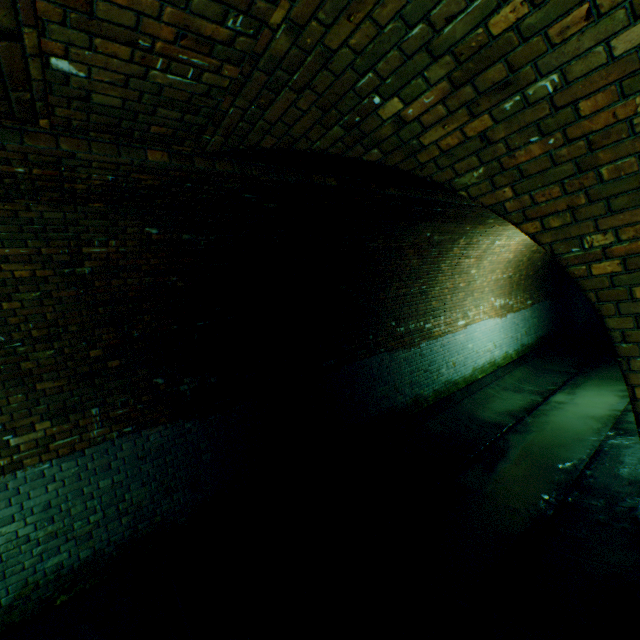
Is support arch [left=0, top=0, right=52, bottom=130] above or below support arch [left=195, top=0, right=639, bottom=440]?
above

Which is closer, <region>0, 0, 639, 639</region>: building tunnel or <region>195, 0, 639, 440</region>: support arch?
<region>195, 0, 639, 440</region>: support arch

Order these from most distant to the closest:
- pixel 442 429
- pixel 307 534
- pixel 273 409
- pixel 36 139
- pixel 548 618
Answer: pixel 442 429 → pixel 273 409 → pixel 307 534 → pixel 548 618 → pixel 36 139

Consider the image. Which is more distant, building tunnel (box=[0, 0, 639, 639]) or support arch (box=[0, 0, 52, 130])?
building tunnel (box=[0, 0, 639, 639])

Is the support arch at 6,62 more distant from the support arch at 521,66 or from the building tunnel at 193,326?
the support arch at 521,66

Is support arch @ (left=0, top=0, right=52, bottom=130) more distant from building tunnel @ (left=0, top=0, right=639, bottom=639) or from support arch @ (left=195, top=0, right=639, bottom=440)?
support arch @ (left=195, top=0, right=639, bottom=440)
